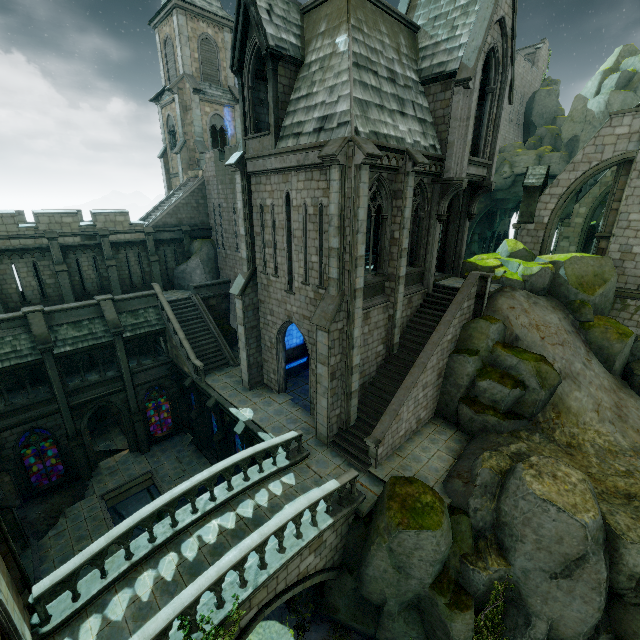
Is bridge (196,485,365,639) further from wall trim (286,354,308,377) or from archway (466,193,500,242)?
archway (466,193,500,242)

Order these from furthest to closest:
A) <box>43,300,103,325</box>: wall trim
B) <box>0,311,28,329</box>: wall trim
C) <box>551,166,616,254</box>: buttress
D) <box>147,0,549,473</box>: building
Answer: <box>551,166,616,254</box>: buttress → <box>43,300,103,325</box>: wall trim → <box>0,311,28,329</box>: wall trim → <box>147,0,549,473</box>: building

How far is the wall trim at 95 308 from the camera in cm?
1888

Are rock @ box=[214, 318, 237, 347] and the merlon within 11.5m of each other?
no

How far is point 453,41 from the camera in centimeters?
1438cm

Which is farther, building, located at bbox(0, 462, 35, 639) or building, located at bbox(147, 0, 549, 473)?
building, located at bbox(147, 0, 549, 473)

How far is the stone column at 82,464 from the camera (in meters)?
17.80

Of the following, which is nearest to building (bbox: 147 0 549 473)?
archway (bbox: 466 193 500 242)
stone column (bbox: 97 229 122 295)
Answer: stone column (bbox: 97 229 122 295)
